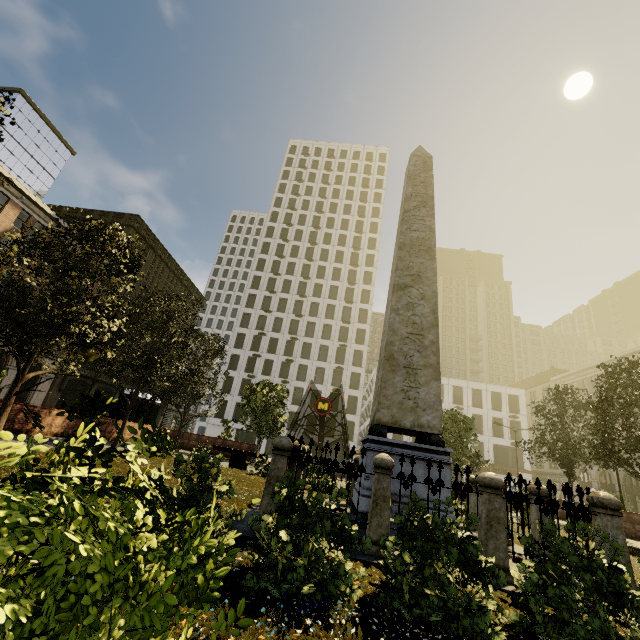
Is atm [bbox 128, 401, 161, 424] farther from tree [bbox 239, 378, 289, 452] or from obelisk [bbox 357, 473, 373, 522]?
obelisk [bbox 357, 473, 373, 522]

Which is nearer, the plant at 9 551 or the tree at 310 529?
the plant at 9 551

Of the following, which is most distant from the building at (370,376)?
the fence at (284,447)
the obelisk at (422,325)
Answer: the obelisk at (422,325)

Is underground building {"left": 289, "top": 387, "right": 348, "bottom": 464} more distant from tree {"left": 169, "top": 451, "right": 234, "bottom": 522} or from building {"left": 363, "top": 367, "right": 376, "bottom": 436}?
building {"left": 363, "top": 367, "right": 376, "bottom": 436}

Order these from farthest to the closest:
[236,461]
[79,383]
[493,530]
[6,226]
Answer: [79,383], [6,226], [236,461], [493,530]

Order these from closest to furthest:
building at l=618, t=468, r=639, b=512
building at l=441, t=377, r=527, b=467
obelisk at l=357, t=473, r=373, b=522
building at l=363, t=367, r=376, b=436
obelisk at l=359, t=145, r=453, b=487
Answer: obelisk at l=357, t=473, r=373, b=522 → obelisk at l=359, t=145, r=453, b=487 → building at l=618, t=468, r=639, b=512 → building at l=441, t=377, r=527, b=467 → building at l=363, t=367, r=376, b=436

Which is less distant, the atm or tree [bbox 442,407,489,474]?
tree [bbox 442,407,489,474]

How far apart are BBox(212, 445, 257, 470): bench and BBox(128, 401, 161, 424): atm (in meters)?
10.31
